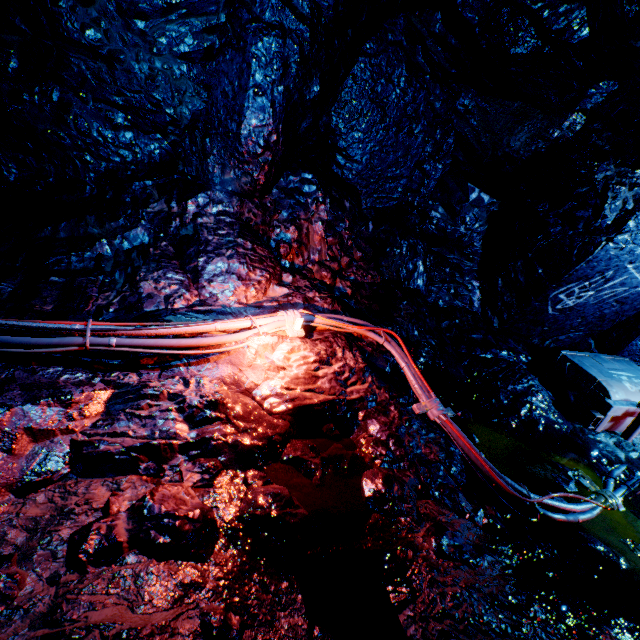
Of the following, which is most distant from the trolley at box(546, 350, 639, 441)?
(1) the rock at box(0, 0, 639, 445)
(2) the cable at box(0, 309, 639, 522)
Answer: (2) the cable at box(0, 309, 639, 522)

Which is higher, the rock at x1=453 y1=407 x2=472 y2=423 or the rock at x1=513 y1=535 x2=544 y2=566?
the rock at x1=453 y1=407 x2=472 y2=423

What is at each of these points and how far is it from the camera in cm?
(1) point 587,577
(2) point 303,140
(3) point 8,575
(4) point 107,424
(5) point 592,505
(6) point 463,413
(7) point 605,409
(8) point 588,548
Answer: (1) rock, 233
(2) rock, 430
(3) rock, 144
(4) rock, 233
(5) cable, 316
(6) rock, 398
(7) trolley, 443
(8) rock, 262

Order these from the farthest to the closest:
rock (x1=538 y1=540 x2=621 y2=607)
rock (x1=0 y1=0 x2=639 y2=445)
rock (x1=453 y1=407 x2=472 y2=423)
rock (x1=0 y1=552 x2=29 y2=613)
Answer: rock (x1=453 y1=407 x2=472 y2=423) → rock (x1=0 y1=0 x2=639 y2=445) → rock (x1=538 y1=540 x2=621 y2=607) → rock (x1=0 y1=552 x2=29 y2=613)

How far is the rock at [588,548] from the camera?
2.5m

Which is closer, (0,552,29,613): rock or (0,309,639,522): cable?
(0,552,29,613): rock

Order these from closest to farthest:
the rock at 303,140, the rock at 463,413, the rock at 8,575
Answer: the rock at 8,575 < the rock at 303,140 < the rock at 463,413

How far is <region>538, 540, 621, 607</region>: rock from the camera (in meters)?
2.21
